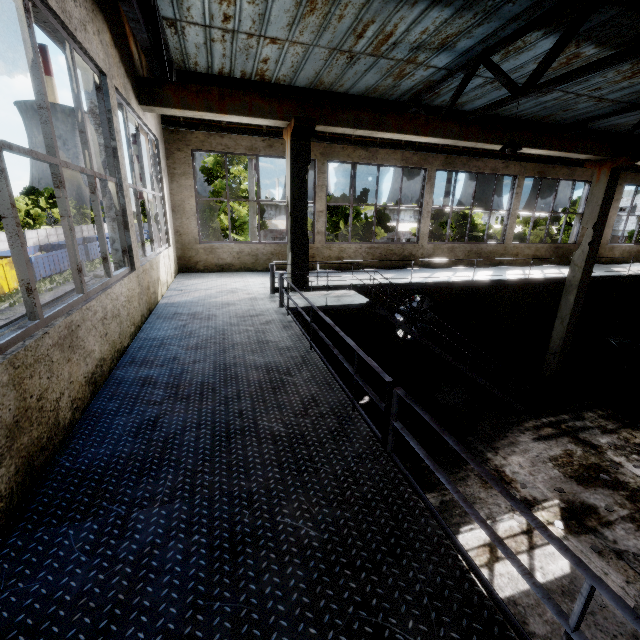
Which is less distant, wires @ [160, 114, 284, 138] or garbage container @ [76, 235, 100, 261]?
wires @ [160, 114, 284, 138]

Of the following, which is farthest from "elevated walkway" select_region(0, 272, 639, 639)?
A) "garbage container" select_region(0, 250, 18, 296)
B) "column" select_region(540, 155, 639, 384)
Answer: "garbage container" select_region(0, 250, 18, 296)

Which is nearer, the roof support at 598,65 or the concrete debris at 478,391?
the roof support at 598,65

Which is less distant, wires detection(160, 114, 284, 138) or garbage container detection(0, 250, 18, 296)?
wires detection(160, 114, 284, 138)

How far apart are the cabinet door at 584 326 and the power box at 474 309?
4.90m

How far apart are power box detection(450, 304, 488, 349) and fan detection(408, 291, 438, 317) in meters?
0.5

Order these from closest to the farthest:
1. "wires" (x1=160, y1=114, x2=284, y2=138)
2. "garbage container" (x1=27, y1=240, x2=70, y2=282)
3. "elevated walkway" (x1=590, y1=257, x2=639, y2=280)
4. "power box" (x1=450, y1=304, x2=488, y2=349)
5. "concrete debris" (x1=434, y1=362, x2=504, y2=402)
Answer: "wires" (x1=160, y1=114, x2=284, y2=138) → "concrete debris" (x1=434, y1=362, x2=504, y2=402) → "elevated walkway" (x1=590, y1=257, x2=639, y2=280) → "power box" (x1=450, y1=304, x2=488, y2=349) → "garbage container" (x1=27, y1=240, x2=70, y2=282)

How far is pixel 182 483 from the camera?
2.25m
